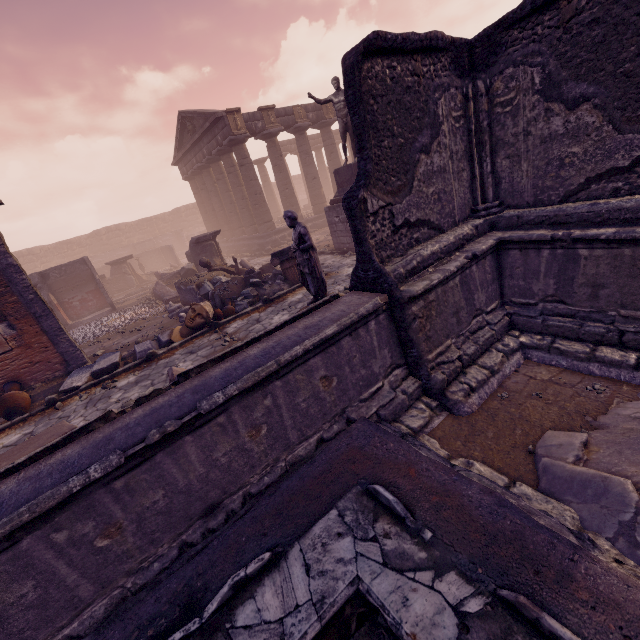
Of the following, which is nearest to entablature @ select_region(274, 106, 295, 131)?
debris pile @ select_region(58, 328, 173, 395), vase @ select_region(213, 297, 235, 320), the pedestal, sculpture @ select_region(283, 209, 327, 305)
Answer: the pedestal

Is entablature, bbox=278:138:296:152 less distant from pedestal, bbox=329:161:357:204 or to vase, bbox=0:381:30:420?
pedestal, bbox=329:161:357:204

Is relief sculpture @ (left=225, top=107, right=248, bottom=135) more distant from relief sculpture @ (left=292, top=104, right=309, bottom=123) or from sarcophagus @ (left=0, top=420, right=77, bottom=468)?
sarcophagus @ (left=0, top=420, right=77, bottom=468)

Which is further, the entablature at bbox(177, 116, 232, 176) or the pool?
the entablature at bbox(177, 116, 232, 176)

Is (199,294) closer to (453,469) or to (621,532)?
(453,469)

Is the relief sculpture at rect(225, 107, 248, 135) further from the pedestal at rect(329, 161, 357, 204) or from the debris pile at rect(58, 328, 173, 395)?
the debris pile at rect(58, 328, 173, 395)

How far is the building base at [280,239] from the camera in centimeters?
1973cm

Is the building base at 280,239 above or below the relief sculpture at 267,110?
below
